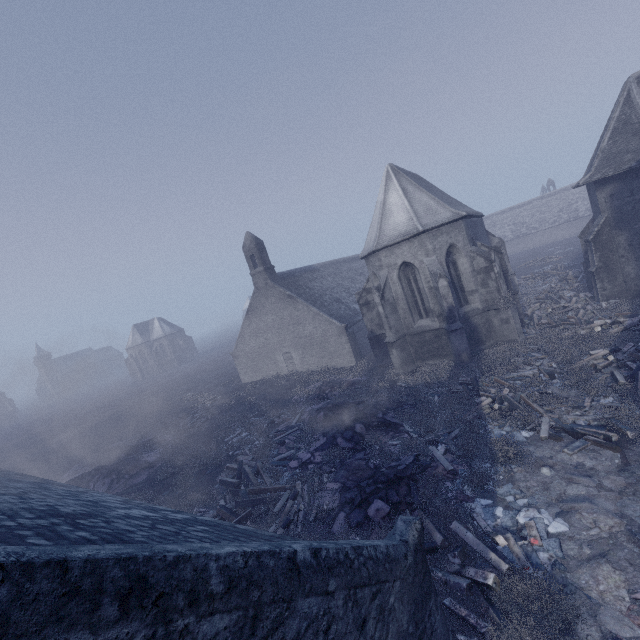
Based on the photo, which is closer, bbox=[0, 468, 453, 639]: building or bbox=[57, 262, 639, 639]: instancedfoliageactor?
bbox=[0, 468, 453, 639]: building

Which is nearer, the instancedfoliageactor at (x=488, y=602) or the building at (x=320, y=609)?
the building at (x=320, y=609)

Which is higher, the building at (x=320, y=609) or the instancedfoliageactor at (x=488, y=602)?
the building at (x=320, y=609)

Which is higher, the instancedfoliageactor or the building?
the building

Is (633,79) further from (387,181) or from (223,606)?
(223,606)
